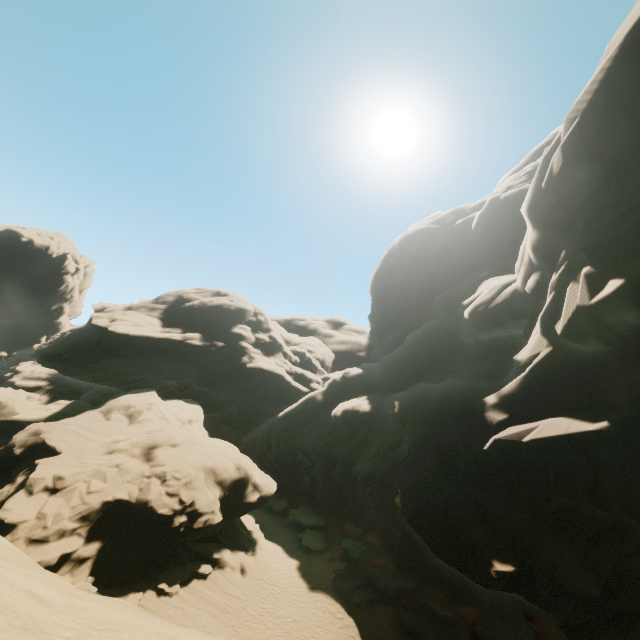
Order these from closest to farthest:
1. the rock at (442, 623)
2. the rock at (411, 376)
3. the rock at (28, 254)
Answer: the rock at (411, 376) < the rock at (442, 623) < the rock at (28, 254)

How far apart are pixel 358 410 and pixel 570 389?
21.24m

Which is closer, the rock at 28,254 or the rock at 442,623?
the rock at 442,623

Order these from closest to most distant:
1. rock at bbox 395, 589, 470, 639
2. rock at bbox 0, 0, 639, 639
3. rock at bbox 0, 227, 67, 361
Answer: rock at bbox 0, 0, 639, 639 < rock at bbox 395, 589, 470, 639 < rock at bbox 0, 227, 67, 361

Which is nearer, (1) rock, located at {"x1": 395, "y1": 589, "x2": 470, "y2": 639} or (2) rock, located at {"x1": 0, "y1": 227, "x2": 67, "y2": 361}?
(1) rock, located at {"x1": 395, "y1": 589, "x2": 470, "y2": 639}

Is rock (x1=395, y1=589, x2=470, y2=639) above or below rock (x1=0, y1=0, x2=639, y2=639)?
below
